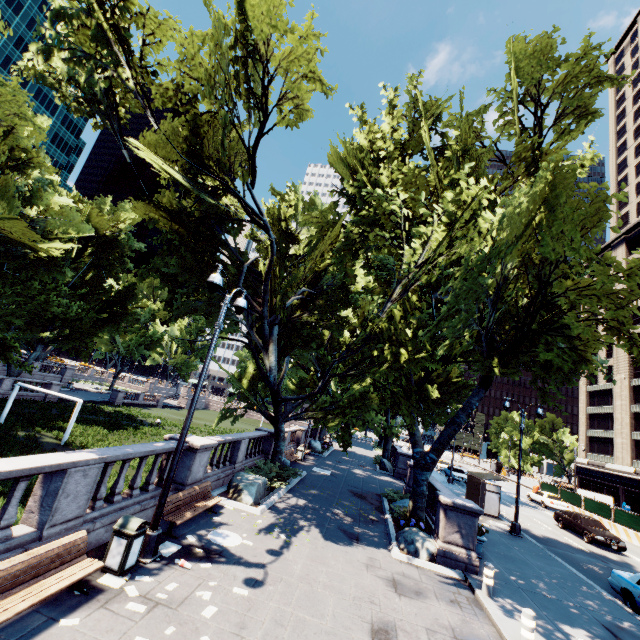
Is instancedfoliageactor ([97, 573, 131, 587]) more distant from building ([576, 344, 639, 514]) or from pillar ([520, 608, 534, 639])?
building ([576, 344, 639, 514])

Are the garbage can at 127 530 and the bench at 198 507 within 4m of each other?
yes

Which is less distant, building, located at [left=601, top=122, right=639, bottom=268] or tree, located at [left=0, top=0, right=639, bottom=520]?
tree, located at [left=0, top=0, right=639, bottom=520]

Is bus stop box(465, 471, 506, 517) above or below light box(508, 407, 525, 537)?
above

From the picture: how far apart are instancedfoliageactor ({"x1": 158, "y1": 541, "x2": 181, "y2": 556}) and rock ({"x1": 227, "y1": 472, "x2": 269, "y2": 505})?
4.3 meters

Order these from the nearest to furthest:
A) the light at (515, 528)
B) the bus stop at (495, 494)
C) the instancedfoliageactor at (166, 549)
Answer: the instancedfoliageactor at (166, 549) < the light at (515, 528) < the bus stop at (495, 494)

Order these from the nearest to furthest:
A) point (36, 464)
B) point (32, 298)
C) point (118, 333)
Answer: point (36, 464) → point (32, 298) → point (118, 333)

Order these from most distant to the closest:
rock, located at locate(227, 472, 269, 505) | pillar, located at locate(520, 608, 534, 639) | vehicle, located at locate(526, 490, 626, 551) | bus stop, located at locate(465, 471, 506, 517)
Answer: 1. bus stop, located at locate(465, 471, 506, 517)
2. vehicle, located at locate(526, 490, 626, 551)
3. rock, located at locate(227, 472, 269, 505)
4. pillar, located at locate(520, 608, 534, 639)
